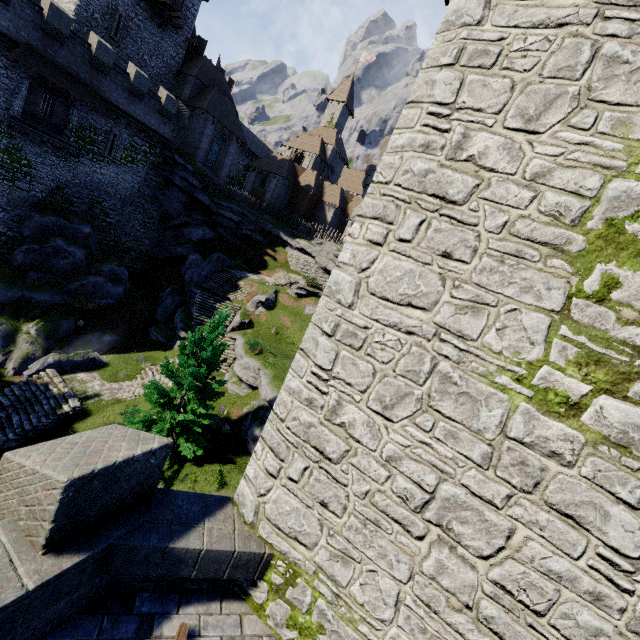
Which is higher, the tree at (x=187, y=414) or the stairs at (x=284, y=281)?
the stairs at (x=284, y=281)

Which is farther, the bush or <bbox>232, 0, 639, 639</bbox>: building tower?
the bush

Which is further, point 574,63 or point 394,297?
point 394,297

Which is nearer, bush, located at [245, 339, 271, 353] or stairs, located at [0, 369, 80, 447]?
stairs, located at [0, 369, 80, 447]

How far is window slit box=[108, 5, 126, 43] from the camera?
28.7m

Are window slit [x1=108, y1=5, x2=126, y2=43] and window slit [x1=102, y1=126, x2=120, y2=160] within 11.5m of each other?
yes

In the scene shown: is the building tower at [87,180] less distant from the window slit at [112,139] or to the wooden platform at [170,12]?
the window slit at [112,139]

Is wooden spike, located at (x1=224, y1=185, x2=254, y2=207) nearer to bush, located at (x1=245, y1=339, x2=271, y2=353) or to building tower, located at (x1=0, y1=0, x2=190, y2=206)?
building tower, located at (x1=0, y1=0, x2=190, y2=206)
